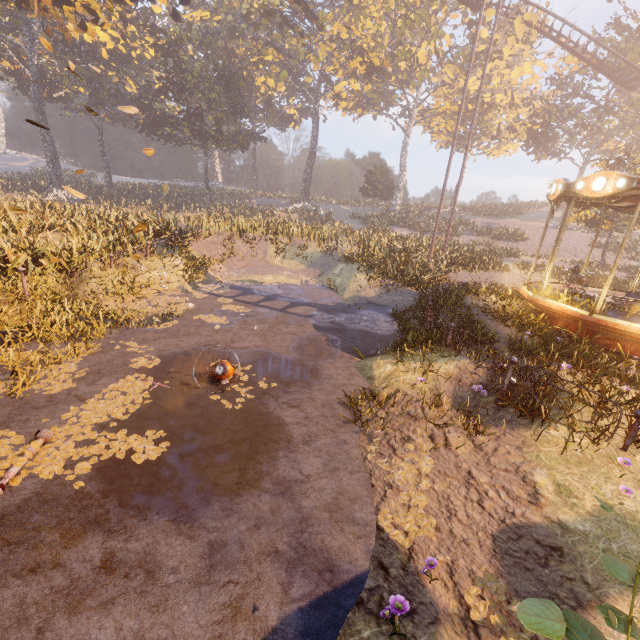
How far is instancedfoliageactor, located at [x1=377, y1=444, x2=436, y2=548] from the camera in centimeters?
407cm

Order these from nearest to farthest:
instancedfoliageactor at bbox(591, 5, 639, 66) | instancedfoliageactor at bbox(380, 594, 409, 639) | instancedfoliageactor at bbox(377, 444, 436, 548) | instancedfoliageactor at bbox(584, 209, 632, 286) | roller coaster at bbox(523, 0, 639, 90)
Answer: instancedfoliageactor at bbox(380, 594, 409, 639) < instancedfoliageactor at bbox(377, 444, 436, 548) < instancedfoliageactor at bbox(584, 209, 632, 286) < roller coaster at bbox(523, 0, 639, 90) < instancedfoliageactor at bbox(591, 5, 639, 66)

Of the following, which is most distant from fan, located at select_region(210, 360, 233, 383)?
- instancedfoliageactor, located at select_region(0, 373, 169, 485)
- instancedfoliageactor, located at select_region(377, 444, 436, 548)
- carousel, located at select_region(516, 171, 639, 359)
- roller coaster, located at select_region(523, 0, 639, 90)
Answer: roller coaster, located at select_region(523, 0, 639, 90)

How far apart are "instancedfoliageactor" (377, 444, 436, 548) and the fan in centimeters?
303cm

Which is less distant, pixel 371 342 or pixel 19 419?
pixel 19 419

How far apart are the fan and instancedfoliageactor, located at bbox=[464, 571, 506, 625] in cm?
505

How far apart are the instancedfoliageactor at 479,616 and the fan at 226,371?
5.05m

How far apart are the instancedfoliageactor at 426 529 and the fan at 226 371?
3.0 meters
